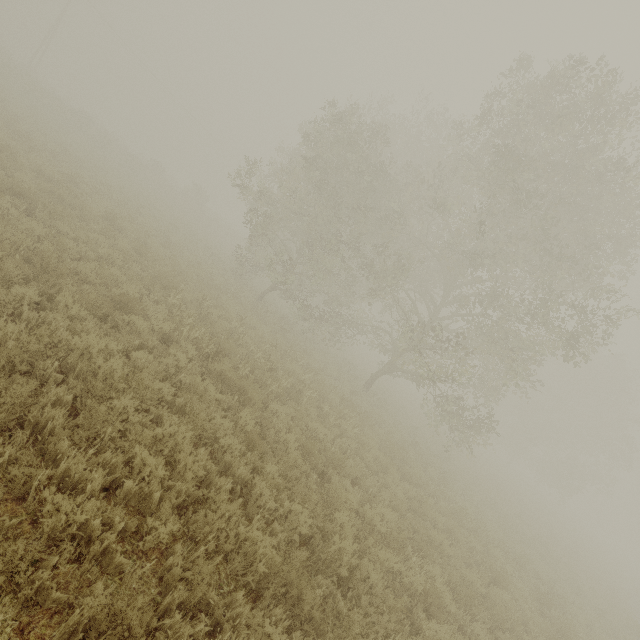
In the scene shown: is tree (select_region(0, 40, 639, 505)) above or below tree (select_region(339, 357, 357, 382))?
above

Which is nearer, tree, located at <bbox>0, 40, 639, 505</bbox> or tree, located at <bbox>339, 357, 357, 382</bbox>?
tree, located at <bbox>0, 40, 639, 505</bbox>

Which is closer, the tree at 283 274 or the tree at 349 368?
the tree at 283 274

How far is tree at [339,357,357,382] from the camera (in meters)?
17.83

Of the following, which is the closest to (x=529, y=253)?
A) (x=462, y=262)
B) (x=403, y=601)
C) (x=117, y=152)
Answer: (x=462, y=262)

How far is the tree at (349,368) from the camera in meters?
17.8 m
